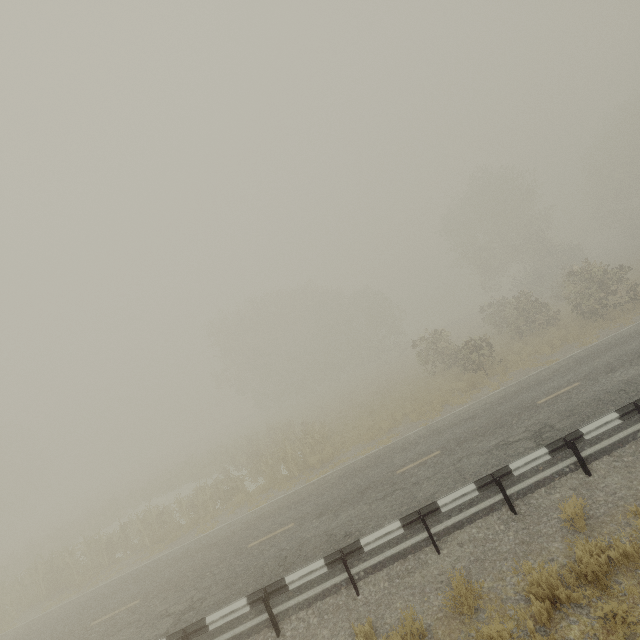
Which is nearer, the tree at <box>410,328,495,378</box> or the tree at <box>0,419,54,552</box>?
the tree at <box>410,328,495,378</box>

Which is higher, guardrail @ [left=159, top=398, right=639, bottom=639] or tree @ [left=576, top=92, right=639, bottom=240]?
tree @ [left=576, top=92, right=639, bottom=240]

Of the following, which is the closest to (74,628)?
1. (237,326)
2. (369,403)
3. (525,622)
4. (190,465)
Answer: (525,622)

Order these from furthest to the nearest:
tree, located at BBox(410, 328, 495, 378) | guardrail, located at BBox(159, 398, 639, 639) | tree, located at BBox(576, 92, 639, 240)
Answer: tree, located at BBox(576, 92, 639, 240) → tree, located at BBox(410, 328, 495, 378) → guardrail, located at BBox(159, 398, 639, 639)

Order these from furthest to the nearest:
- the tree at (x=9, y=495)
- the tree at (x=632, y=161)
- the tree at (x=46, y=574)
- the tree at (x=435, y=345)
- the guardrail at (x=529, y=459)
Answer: the tree at (x=9, y=495) → the tree at (x=632, y=161) → the tree at (x=435, y=345) → the tree at (x=46, y=574) → the guardrail at (x=529, y=459)

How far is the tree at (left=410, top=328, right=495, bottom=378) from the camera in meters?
19.6 m

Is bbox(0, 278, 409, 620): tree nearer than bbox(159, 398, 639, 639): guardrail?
No

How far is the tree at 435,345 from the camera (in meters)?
19.61
